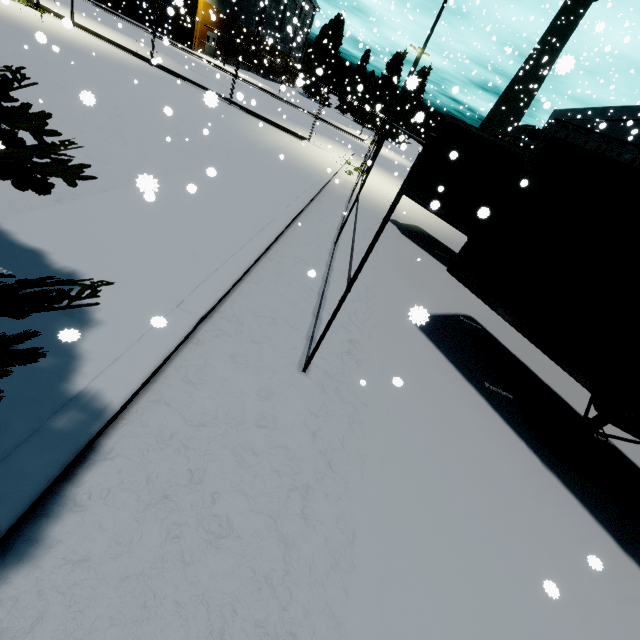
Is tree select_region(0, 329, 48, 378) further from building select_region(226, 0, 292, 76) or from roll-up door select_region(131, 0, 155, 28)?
roll-up door select_region(131, 0, 155, 28)

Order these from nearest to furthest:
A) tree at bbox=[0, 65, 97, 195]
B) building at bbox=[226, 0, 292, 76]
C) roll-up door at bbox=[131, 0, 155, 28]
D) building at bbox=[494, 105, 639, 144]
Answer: tree at bbox=[0, 65, 97, 195], building at bbox=[494, 105, 639, 144], roll-up door at bbox=[131, 0, 155, 28], building at bbox=[226, 0, 292, 76]

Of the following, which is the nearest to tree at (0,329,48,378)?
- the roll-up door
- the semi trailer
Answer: the semi trailer

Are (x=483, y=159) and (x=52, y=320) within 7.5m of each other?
no

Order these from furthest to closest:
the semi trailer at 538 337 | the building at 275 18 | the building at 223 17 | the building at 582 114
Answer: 1. the building at 275 18
2. the building at 223 17
3. the building at 582 114
4. the semi trailer at 538 337

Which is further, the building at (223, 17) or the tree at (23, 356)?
the building at (223, 17)

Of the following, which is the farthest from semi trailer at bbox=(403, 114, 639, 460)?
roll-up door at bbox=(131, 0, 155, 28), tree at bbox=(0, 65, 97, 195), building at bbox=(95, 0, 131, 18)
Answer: roll-up door at bbox=(131, 0, 155, 28)

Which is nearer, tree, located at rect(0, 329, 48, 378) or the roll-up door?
tree, located at rect(0, 329, 48, 378)
